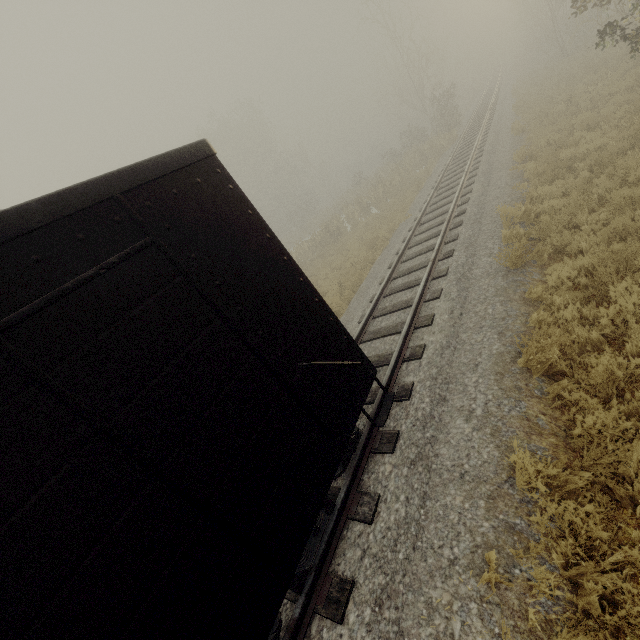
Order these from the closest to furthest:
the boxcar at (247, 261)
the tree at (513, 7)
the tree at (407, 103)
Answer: the boxcar at (247, 261)
the tree at (513, 7)
the tree at (407, 103)

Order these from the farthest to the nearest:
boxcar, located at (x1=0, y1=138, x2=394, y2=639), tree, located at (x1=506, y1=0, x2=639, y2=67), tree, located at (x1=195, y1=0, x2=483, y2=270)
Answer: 1. tree, located at (x1=195, y1=0, x2=483, y2=270)
2. tree, located at (x1=506, y1=0, x2=639, y2=67)
3. boxcar, located at (x1=0, y1=138, x2=394, y2=639)

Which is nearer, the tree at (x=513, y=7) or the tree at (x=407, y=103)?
the tree at (x=513, y=7)

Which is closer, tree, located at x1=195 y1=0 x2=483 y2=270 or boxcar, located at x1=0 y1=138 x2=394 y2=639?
boxcar, located at x1=0 y1=138 x2=394 y2=639

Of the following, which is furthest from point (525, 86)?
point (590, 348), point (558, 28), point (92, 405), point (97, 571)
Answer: point (97, 571)

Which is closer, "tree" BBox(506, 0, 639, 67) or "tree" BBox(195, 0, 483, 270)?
"tree" BBox(506, 0, 639, 67)
